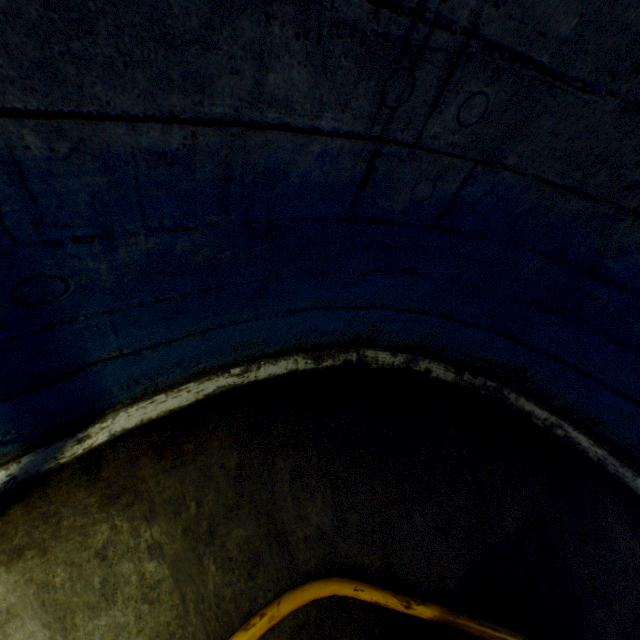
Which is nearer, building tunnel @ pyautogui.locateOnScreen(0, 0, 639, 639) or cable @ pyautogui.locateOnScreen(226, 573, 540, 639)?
building tunnel @ pyautogui.locateOnScreen(0, 0, 639, 639)

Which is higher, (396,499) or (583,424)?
(583,424)

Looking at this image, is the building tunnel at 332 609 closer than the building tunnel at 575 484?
No

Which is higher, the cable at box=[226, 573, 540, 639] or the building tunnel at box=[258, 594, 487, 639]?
the cable at box=[226, 573, 540, 639]

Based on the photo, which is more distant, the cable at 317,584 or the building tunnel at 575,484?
the cable at 317,584

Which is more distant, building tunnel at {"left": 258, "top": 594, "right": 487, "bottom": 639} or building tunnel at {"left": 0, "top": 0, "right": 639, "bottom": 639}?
building tunnel at {"left": 258, "top": 594, "right": 487, "bottom": 639}
